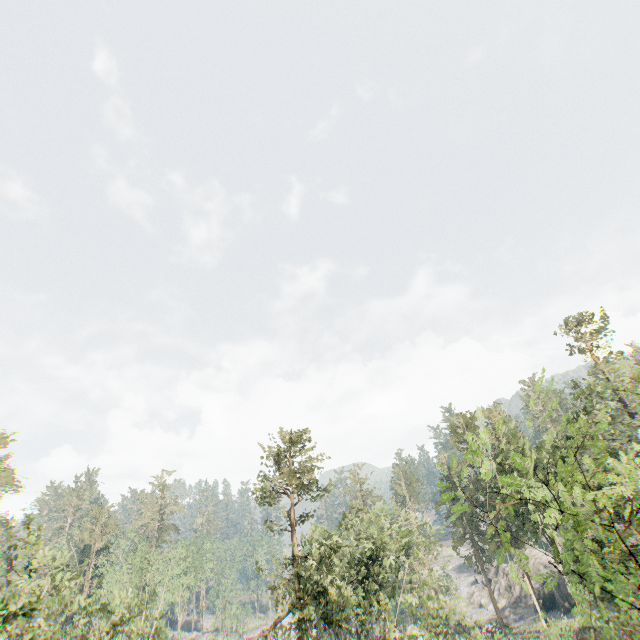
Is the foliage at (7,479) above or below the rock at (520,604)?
above

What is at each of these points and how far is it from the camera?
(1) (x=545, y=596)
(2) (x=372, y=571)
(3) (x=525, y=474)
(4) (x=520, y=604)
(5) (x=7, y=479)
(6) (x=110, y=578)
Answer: (1) rock, 44.2 meters
(2) foliage, 25.4 meters
(3) foliage, 28.9 meters
(4) rock, 49.9 meters
(5) foliage, 58.8 meters
(6) foliage, 43.9 meters

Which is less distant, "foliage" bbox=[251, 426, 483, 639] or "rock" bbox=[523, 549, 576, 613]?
"foliage" bbox=[251, 426, 483, 639]

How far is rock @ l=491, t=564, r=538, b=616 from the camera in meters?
49.3 m

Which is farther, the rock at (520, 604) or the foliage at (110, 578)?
the rock at (520, 604)

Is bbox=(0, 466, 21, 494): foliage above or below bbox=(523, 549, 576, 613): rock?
above

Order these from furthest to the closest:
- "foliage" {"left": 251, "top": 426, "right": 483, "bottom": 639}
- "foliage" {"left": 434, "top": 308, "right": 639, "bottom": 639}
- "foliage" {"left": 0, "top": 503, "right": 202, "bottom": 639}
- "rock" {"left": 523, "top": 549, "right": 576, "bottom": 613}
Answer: "rock" {"left": 523, "top": 549, "right": 576, "bottom": 613} → "foliage" {"left": 251, "top": 426, "right": 483, "bottom": 639} → "foliage" {"left": 0, "top": 503, "right": 202, "bottom": 639} → "foliage" {"left": 434, "top": 308, "right": 639, "bottom": 639}

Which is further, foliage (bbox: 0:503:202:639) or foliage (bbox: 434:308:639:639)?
foliage (bbox: 0:503:202:639)
